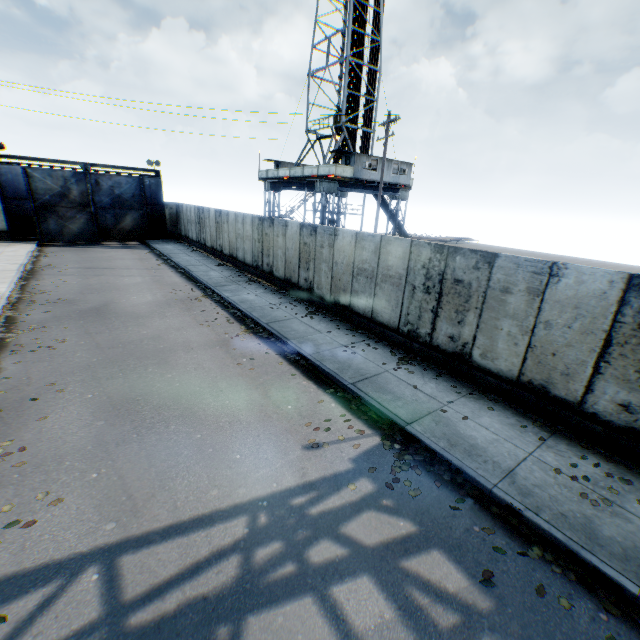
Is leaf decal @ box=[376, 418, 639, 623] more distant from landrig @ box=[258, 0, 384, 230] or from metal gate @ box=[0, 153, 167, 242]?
metal gate @ box=[0, 153, 167, 242]

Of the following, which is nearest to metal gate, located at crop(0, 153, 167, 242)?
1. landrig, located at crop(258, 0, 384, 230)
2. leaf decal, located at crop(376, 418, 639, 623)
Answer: landrig, located at crop(258, 0, 384, 230)

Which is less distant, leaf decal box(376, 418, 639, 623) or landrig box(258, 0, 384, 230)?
leaf decal box(376, 418, 639, 623)

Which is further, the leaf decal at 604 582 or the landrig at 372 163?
the landrig at 372 163

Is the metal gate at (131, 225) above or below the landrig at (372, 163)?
below

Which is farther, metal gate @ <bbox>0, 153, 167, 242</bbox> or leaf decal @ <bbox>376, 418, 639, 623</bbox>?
metal gate @ <bbox>0, 153, 167, 242</bbox>

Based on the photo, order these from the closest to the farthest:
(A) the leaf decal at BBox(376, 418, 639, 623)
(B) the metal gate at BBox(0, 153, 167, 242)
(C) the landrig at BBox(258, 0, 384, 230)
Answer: (A) the leaf decal at BBox(376, 418, 639, 623) → (B) the metal gate at BBox(0, 153, 167, 242) → (C) the landrig at BBox(258, 0, 384, 230)

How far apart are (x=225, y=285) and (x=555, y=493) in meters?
14.9 m
